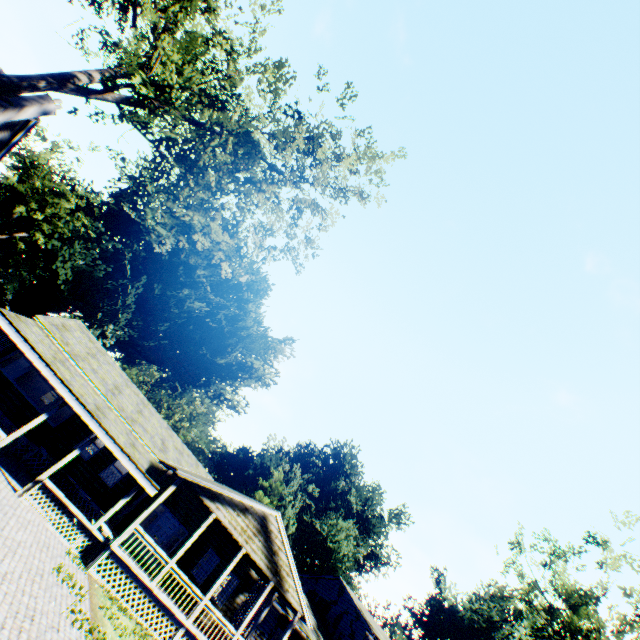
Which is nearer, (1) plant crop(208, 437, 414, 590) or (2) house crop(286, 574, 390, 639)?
(2) house crop(286, 574, 390, 639)

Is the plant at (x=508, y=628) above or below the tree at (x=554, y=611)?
above

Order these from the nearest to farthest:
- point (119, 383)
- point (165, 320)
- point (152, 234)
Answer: point (119, 383), point (152, 234), point (165, 320)

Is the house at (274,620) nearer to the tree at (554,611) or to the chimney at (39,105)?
the tree at (554,611)

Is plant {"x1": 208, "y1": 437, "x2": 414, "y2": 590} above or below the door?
above

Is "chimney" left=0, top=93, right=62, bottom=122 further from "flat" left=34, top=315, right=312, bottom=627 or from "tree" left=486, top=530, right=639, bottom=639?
"tree" left=486, top=530, right=639, bottom=639

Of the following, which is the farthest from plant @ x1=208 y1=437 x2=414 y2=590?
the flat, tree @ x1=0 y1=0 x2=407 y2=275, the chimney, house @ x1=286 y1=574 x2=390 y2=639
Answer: the chimney

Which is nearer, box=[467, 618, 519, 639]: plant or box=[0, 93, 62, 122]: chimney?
box=[0, 93, 62, 122]: chimney
